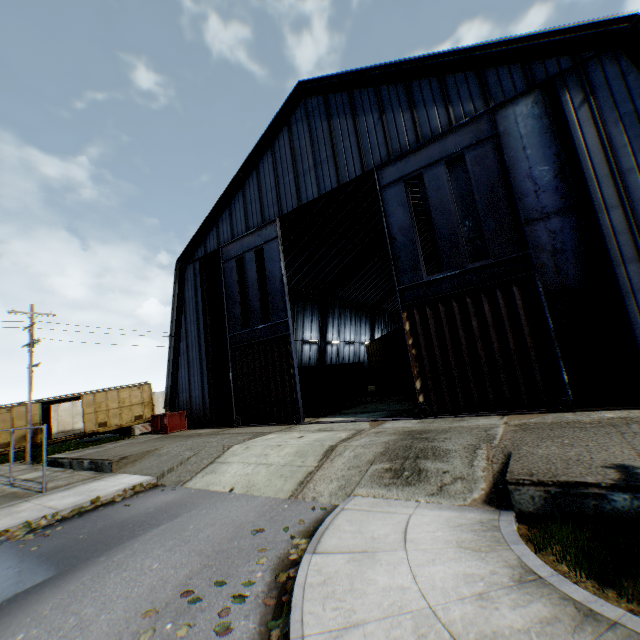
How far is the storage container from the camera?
23.9m

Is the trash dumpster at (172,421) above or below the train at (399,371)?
below

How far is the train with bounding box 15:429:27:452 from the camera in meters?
24.0

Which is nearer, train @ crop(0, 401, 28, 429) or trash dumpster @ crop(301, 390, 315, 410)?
trash dumpster @ crop(301, 390, 315, 410)

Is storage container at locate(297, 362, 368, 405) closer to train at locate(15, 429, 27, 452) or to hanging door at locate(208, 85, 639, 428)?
hanging door at locate(208, 85, 639, 428)

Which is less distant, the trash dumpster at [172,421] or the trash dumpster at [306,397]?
the trash dumpster at [172,421]

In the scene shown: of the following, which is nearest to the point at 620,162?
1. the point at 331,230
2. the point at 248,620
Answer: the point at 248,620

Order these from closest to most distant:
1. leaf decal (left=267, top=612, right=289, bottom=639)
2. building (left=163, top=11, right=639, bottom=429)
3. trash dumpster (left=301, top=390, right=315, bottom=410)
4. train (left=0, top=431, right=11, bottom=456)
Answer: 1. leaf decal (left=267, top=612, right=289, bottom=639)
2. building (left=163, top=11, right=639, bottom=429)
3. trash dumpster (left=301, top=390, right=315, bottom=410)
4. train (left=0, top=431, right=11, bottom=456)
